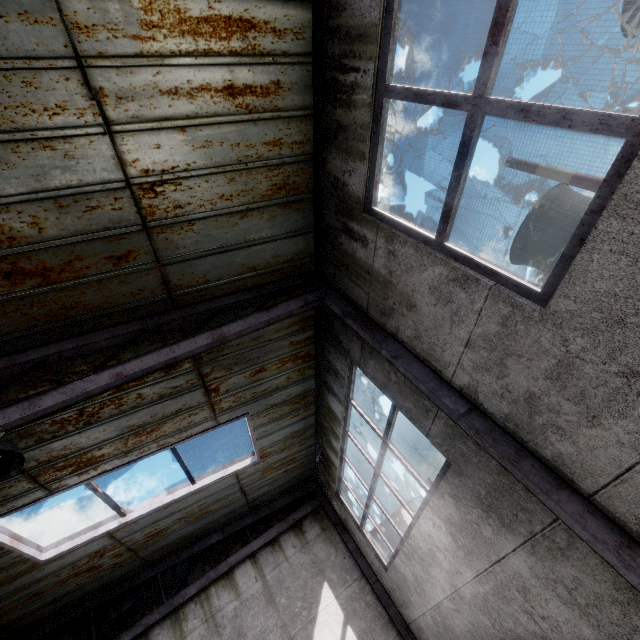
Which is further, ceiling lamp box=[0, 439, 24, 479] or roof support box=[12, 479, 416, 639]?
roof support box=[12, 479, 416, 639]

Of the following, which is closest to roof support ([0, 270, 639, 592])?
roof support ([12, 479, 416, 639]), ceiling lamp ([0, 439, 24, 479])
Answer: ceiling lamp ([0, 439, 24, 479])

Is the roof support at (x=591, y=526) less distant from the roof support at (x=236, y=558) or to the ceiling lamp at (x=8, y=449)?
the ceiling lamp at (x=8, y=449)

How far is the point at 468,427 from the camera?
3.06m

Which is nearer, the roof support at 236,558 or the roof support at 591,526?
the roof support at 591,526

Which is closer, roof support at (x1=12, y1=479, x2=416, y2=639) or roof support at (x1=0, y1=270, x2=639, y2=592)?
roof support at (x1=0, y1=270, x2=639, y2=592)

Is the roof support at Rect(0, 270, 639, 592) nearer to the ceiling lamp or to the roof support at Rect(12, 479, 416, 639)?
the ceiling lamp
